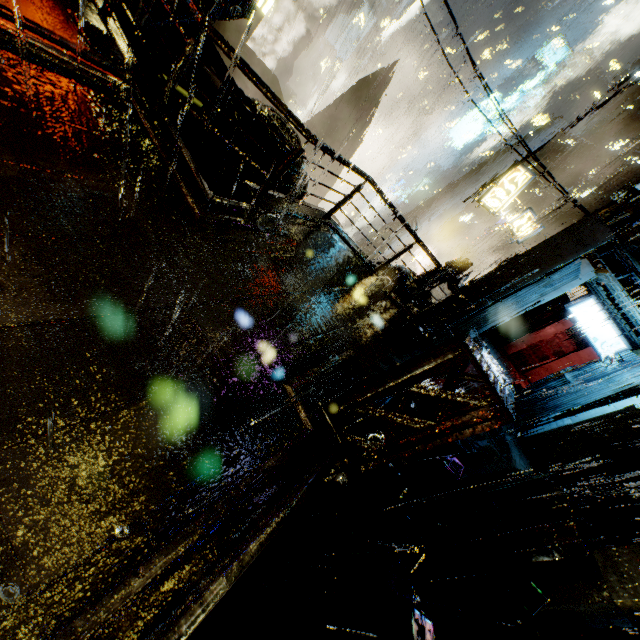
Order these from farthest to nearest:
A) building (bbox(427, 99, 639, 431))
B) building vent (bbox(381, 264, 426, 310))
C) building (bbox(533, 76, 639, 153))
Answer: building vent (bbox(381, 264, 426, 310))
building (bbox(427, 99, 639, 431))
building (bbox(533, 76, 639, 153))

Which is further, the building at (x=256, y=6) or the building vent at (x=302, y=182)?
the building vent at (x=302, y=182)

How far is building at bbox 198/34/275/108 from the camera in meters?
9.7

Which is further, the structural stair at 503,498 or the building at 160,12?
the building at 160,12

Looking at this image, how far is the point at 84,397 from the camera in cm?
256

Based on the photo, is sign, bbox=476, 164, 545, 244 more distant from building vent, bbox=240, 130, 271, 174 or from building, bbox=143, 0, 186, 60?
building vent, bbox=240, 130, 271, 174

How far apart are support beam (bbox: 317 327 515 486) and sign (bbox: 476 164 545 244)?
14.3 meters

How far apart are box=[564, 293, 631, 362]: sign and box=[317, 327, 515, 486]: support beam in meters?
12.7
